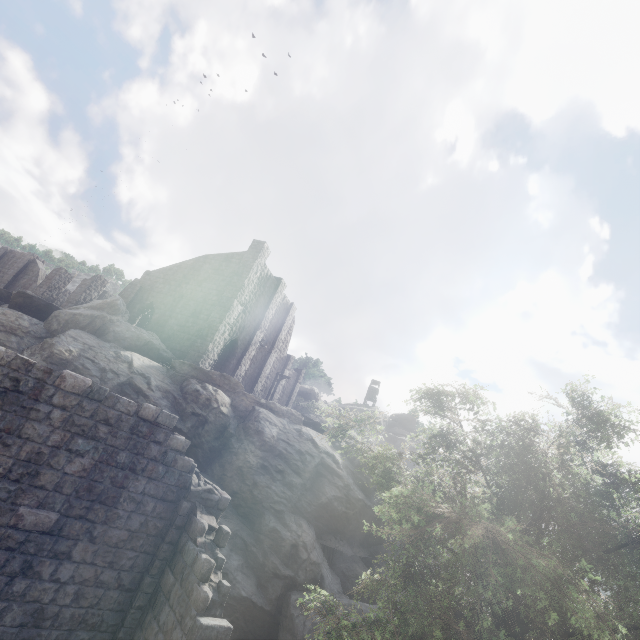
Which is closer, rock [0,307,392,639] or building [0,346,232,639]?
building [0,346,232,639]

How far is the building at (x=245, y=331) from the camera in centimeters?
2464cm

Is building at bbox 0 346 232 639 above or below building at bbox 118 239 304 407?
below

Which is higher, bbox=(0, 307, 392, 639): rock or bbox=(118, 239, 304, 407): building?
bbox=(118, 239, 304, 407): building

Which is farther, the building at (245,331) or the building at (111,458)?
the building at (245,331)

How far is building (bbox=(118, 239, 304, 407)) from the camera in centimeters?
2464cm

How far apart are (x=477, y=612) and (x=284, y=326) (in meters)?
28.35
